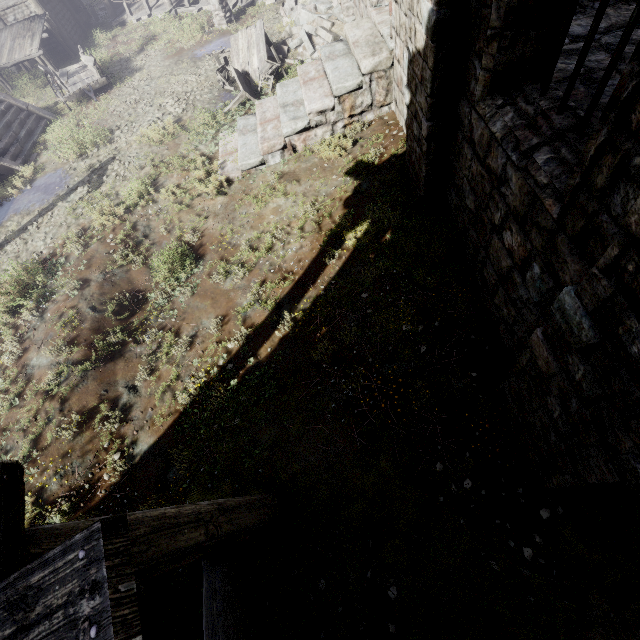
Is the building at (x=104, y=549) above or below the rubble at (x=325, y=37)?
above

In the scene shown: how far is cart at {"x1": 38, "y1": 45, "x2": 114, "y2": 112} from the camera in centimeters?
1360cm

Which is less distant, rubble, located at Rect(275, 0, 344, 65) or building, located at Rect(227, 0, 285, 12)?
rubble, located at Rect(275, 0, 344, 65)

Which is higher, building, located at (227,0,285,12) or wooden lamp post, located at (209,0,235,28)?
wooden lamp post, located at (209,0,235,28)

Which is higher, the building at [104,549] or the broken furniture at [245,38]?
the building at [104,549]

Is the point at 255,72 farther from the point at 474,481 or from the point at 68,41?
the point at 68,41

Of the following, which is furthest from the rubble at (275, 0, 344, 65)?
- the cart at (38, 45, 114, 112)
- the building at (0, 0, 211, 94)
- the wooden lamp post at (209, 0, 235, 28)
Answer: the cart at (38, 45, 114, 112)

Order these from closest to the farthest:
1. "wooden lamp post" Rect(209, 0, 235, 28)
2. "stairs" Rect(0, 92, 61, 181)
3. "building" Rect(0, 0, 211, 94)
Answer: "stairs" Rect(0, 92, 61, 181) → "wooden lamp post" Rect(209, 0, 235, 28) → "building" Rect(0, 0, 211, 94)
